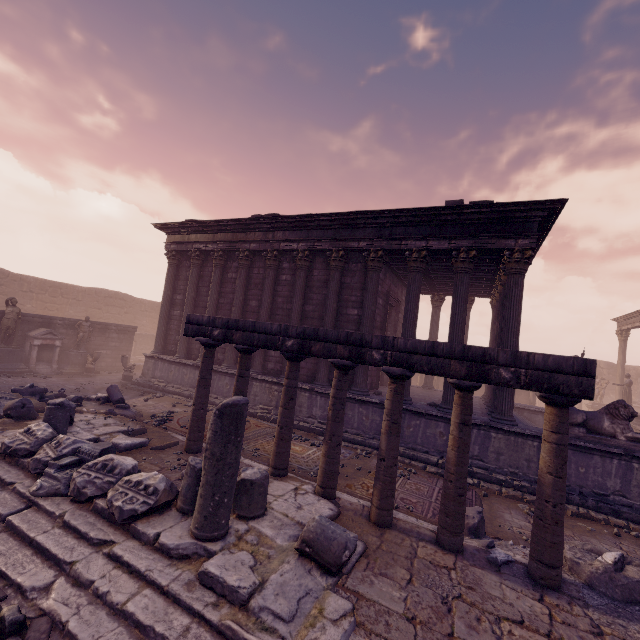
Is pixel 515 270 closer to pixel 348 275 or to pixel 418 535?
pixel 348 275

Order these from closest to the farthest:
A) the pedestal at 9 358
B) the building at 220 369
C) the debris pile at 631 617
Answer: the debris pile at 631 617 → the building at 220 369 → the pedestal at 9 358

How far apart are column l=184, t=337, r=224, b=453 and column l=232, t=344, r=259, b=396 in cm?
44

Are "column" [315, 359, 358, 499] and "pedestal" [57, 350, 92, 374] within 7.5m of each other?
no

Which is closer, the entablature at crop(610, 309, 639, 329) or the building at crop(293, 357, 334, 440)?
the building at crop(293, 357, 334, 440)

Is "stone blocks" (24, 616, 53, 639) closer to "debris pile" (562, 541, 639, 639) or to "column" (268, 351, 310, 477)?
"column" (268, 351, 310, 477)

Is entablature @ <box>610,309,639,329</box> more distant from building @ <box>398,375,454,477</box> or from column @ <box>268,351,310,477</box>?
column @ <box>268,351,310,477</box>

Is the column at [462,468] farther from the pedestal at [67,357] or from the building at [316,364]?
the pedestal at [67,357]
